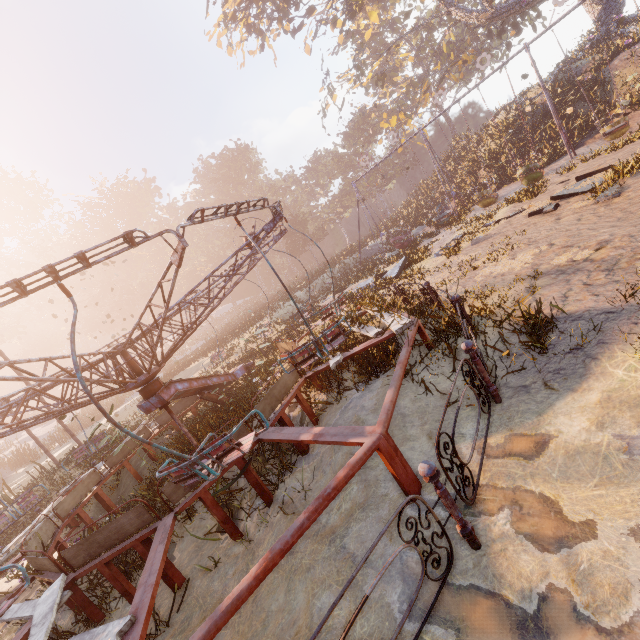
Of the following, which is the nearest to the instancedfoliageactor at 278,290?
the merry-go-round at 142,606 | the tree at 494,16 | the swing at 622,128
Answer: the swing at 622,128

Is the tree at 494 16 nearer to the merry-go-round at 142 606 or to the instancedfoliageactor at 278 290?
the instancedfoliageactor at 278 290

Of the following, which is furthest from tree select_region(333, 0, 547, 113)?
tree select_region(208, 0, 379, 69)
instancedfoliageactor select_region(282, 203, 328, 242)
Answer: instancedfoliageactor select_region(282, 203, 328, 242)

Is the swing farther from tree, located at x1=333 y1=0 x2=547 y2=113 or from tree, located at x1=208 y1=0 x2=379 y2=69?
tree, located at x1=208 y1=0 x2=379 y2=69

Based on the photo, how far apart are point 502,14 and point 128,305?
58.0 meters

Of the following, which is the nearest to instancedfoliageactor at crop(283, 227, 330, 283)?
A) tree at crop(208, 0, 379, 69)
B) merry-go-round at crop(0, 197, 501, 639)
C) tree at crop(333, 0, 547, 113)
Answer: merry-go-round at crop(0, 197, 501, 639)

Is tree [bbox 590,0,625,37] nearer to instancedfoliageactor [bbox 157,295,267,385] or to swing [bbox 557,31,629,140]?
swing [bbox 557,31,629,140]

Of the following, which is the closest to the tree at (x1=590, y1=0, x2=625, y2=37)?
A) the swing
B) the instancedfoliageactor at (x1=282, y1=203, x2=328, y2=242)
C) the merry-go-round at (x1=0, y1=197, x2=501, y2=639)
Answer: the swing
